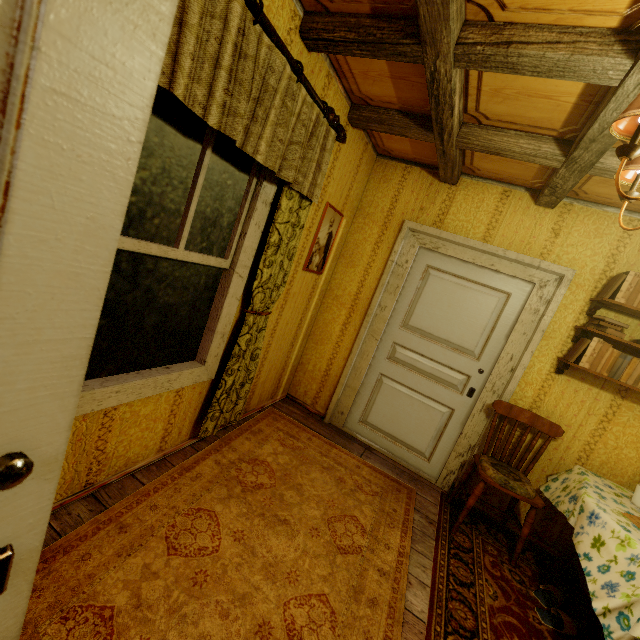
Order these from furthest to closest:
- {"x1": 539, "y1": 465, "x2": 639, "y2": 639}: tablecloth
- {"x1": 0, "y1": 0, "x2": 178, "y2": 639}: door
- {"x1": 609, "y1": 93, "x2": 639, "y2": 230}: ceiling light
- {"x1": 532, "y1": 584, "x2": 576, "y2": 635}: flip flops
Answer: {"x1": 532, "y1": 584, "x2": 576, "y2": 635}: flip flops, {"x1": 539, "y1": 465, "x2": 639, "y2": 639}: tablecloth, {"x1": 609, "y1": 93, "x2": 639, "y2": 230}: ceiling light, {"x1": 0, "y1": 0, "x2": 178, "y2": 639}: door

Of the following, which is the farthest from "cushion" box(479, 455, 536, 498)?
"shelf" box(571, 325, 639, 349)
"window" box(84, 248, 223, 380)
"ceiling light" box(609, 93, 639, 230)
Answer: "window" box(84, 248, 223, 380)

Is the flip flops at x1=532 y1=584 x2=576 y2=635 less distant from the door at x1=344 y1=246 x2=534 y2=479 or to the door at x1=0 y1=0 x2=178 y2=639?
the door at x1=344 y1=246 x2=534 y2=479

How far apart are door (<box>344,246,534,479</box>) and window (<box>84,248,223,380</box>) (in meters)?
1.90

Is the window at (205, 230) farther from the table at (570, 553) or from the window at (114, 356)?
the table at (570, 553)

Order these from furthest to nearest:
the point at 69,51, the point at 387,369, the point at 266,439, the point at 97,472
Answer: the point at 387,369 → the point at 266,439 → the point at 97,472 → the point at 69,51

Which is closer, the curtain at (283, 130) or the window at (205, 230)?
the curtain at (283, 130)

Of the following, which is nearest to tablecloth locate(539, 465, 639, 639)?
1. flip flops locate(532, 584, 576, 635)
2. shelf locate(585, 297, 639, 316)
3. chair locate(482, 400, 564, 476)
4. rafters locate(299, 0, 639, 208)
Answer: chair locate(482, 400, 564, 476)
